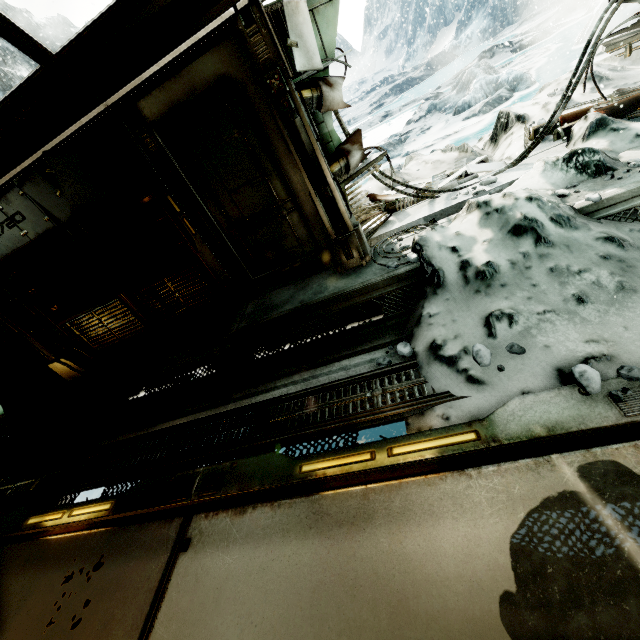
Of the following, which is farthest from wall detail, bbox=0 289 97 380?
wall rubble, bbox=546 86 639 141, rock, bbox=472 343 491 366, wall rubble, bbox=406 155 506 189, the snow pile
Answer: wall rubble, bbox=546 86 639 141

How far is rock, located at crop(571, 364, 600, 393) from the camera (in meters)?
2.06

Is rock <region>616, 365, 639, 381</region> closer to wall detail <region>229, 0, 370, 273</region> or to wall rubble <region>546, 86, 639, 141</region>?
wall detail <region>229, 0, 370, 273</region>

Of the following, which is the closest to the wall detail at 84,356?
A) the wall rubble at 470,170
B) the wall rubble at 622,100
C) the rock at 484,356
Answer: the wall rubble at 470,170

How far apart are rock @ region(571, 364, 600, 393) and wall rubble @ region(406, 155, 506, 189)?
3.4m

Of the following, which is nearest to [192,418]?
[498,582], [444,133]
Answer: [498,582]

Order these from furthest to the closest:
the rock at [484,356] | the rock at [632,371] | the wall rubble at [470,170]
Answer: the wall rubble at [470,170]
the rock at [484,356]
the rock at [632,371]

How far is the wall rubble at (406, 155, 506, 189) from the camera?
4.61m
